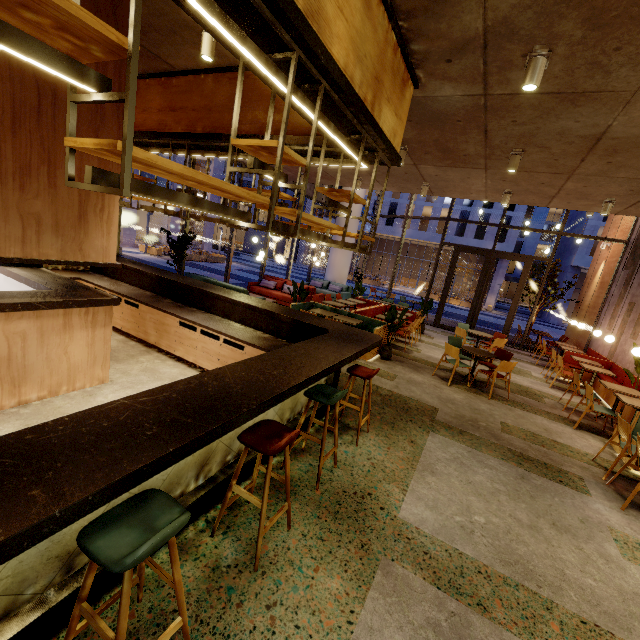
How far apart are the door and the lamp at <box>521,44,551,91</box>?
10.7 meters

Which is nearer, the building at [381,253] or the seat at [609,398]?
the seat at [609,398]

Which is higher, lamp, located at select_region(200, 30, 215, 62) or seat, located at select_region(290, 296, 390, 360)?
lamp, located at select_region(200, 30, 215, 62)

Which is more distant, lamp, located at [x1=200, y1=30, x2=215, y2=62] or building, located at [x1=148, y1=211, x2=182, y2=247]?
building, located at [x1=148, y1=211, x2=182, y2=247]

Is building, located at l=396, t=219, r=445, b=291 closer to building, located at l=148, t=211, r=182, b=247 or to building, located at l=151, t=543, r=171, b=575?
building, located at l=151, t=543, r=171, b=575

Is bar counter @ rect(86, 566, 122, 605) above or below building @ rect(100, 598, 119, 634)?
above

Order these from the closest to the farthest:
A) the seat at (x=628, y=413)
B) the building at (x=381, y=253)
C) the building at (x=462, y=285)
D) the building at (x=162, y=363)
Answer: the building at (x=162, y=363) → the seat at (x=628, y=413) → the building at (x=462, y=285) → the building at (x=381, y=253)

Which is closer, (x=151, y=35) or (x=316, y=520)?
(x=316, y=520)
